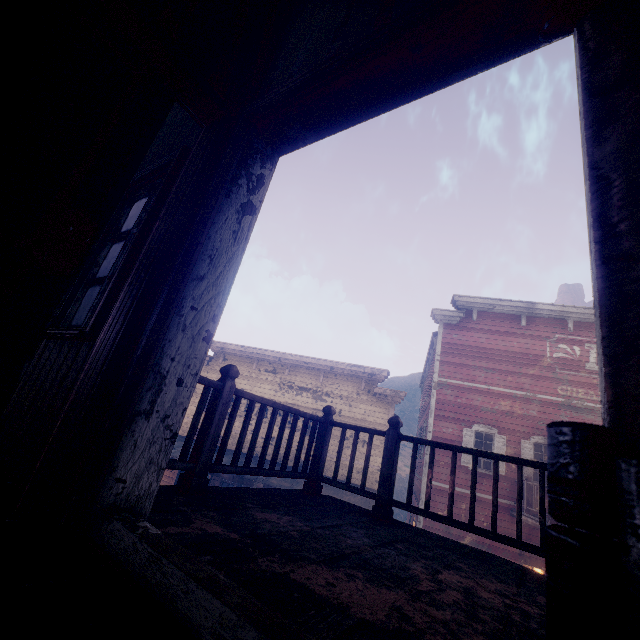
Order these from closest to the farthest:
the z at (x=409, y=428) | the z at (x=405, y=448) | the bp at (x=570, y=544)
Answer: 1. the bp at (x=570, y=544)
2. the z at (x=405, y=448)
3. the z at (x=409, y=428)

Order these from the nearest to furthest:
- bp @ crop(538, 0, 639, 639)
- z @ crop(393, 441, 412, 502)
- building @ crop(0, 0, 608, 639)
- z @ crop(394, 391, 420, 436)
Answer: bp @ crop(538, 0, 639, 639) → building @ crop(0, 0, 608, 639) → z @ crop(393, 441, 412, 502) → z @ crop(394, 391, 420, 436)

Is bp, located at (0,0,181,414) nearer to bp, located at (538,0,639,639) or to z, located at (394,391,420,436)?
bp, located at (538,0,639,639)

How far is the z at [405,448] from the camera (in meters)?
30.92

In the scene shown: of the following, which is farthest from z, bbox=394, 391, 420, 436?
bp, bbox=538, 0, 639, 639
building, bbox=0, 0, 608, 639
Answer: bp, bbox=538, 0, 639, 639

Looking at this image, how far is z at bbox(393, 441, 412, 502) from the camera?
30.9 meters

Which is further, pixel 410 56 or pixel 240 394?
pixel 240 394

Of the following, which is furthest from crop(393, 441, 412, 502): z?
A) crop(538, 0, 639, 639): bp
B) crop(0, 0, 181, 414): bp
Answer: crop(538, 0, 639, 639): bp
